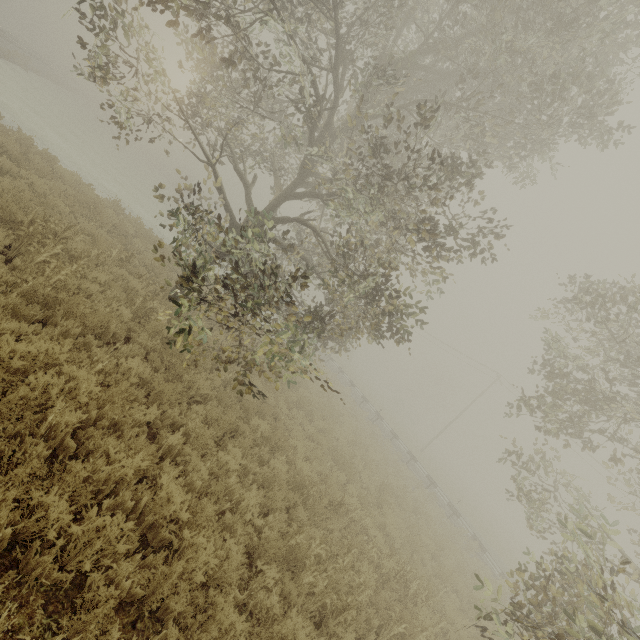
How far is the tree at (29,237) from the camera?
6.0 meters

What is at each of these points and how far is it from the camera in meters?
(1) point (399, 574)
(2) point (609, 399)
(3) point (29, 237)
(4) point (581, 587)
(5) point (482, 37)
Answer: (1) tree, 7.3 m
(2) tree, 8.7 m
(3) tree, 6.3 m
(4) tree, 5.0 m
(5) tree, 7.4 m

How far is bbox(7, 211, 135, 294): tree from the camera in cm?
596

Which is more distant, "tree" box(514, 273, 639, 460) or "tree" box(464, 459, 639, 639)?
"tree" box(514, 273, 639, 460)

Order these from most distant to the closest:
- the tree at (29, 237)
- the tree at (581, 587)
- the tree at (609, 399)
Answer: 1. the tree at (609, 399)
2. the tree at (29, 237)
3. the tree at (581, 587)

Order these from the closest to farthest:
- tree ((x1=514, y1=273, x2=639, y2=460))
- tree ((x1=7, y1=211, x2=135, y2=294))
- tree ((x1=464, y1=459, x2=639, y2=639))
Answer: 1. tree ((x1=464, y1=459, x2=639, y2=639))
2. tree ((x1=7, y1=211, x2=135, y2=294))
3. tree ((x1=514, y1=273, x2=639, y2=460))

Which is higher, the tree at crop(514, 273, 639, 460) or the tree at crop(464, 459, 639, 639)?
the tree at crop(514, 273, 639, 460)
